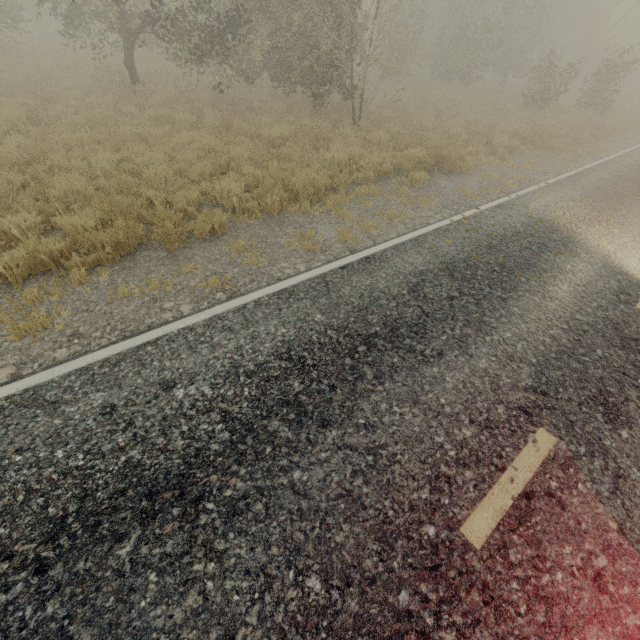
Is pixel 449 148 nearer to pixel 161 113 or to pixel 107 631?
pixel 161 113
